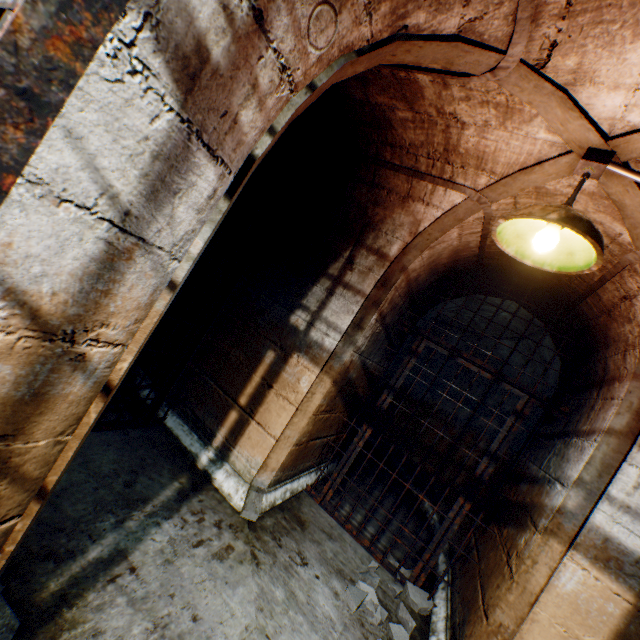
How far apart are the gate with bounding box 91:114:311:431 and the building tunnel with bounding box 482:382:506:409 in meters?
3.3

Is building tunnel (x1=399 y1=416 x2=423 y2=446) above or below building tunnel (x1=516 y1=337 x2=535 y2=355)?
below

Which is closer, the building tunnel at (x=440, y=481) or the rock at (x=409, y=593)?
the rock at (x=409, y=593)

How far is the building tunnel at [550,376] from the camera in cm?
349

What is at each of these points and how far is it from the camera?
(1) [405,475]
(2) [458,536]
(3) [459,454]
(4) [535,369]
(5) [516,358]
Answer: (1) building tunnel, 6.0 meters
(2) building tunnel, 3.8 meters
(3) building tunnel, 5.1 meters
(4) building tunnel, 4.2 meters
(5) building tunnel, 4.8 meters

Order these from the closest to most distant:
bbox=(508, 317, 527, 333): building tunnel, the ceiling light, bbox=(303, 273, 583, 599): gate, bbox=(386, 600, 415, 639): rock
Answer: the ceiling light
bbox=(386, 600, 415, 639): rock
bbox=(303, 273, 583, 599): gate
bbox=(508, 317, 527, 333): building tunnel
